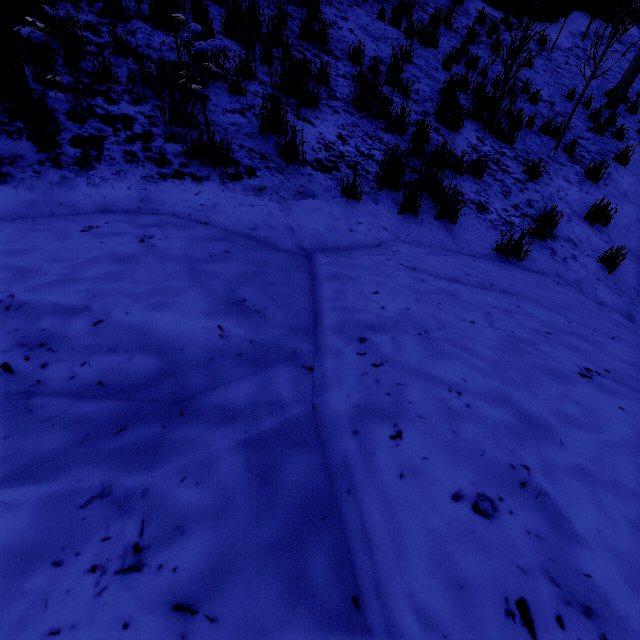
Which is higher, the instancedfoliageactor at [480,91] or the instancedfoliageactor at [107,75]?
the instancedfoliageactor at [107,75]

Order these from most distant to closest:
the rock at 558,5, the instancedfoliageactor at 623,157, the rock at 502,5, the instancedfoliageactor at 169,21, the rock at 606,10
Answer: the rock at 606,10
the rock at 558,5
the rock at 502,5
the instancedfoliageactor at 623,157
the instancedfoliageactor at 169,21

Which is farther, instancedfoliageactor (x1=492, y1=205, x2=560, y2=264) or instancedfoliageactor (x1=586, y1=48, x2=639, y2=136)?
instancedfoliageactor (x1=586, y1=48, x2=639, y2=136)

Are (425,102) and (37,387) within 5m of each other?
no

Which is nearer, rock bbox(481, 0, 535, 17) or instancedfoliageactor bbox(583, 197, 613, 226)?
instancedfoliageactor bbox(583, 197, 613, 226)

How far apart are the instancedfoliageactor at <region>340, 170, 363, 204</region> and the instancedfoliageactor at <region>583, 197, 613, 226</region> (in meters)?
4.21

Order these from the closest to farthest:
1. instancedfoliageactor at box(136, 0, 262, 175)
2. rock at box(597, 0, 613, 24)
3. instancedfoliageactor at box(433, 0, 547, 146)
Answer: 1. instancedfoliageactor at box(136, 0, 262, 175)
2. instancedfoliageactor at box(433, 0, 547, 146)
3. rock at box(597, 0, 613, 24)

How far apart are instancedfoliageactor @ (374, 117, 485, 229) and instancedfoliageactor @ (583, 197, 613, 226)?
2.56m
